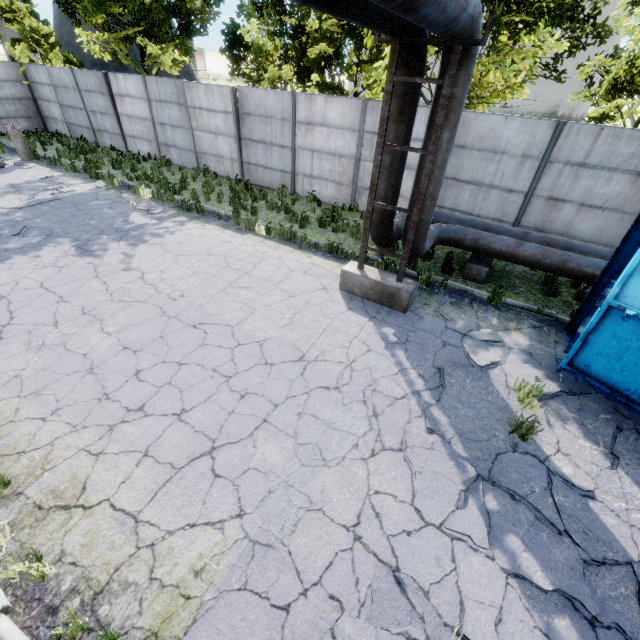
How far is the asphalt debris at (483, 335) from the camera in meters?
6.7 m

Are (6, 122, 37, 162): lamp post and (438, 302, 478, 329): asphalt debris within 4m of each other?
no

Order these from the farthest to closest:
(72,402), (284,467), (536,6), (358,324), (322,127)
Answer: (322,127) < (536,6) < (358,324) < (72,402) < (284,467)

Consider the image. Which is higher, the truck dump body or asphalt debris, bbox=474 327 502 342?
the truck dump body

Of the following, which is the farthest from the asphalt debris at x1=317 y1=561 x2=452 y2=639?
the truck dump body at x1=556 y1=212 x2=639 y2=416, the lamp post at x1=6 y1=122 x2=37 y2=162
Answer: the lamp post at x1=6 y1=122 x2=37 y2=162

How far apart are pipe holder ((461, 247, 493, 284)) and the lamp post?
20.3m

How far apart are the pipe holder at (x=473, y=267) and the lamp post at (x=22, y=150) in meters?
20.3

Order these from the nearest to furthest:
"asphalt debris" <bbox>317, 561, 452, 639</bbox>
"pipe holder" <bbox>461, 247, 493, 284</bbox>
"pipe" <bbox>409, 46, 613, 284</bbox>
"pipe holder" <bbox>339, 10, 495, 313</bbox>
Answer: "asphalt debris" <bbox>317, 561, 452, 639</bbox>
"pipe holder" <bbox>339, 10, 495, 313</bbox>
"pipe" <bbox>409, 46, 613, 284</bbox>
"pipe holder" <bbox>461, 247, 493, 284</bbox>
